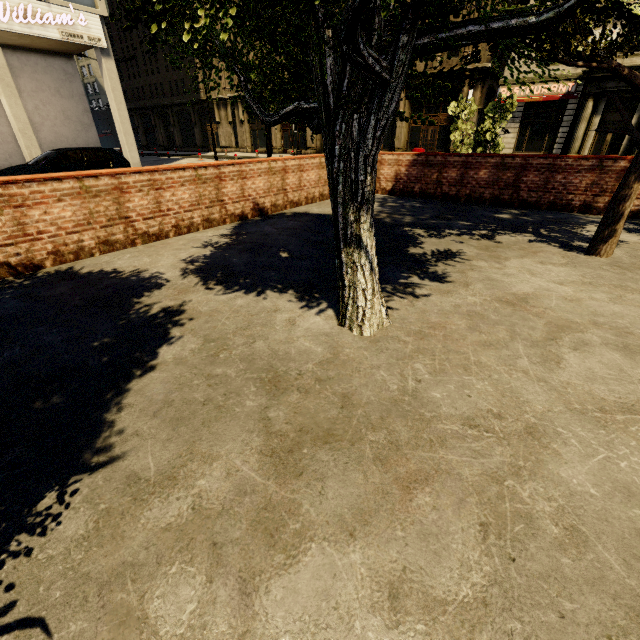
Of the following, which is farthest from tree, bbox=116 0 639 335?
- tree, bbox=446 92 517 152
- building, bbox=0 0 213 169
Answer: tree, bbox=446 92 517 152

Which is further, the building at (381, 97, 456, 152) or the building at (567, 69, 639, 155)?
the building at (381, 97, 456, 152)

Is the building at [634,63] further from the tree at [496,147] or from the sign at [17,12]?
the tree at [496,147]

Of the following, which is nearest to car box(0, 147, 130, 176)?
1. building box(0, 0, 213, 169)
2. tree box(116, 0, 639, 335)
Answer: building box(0, 0, 213, 169)

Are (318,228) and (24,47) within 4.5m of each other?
no

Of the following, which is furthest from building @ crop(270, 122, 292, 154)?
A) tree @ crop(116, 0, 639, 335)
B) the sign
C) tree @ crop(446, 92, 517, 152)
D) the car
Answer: tree @ crop(446, 92, 517, 152)
